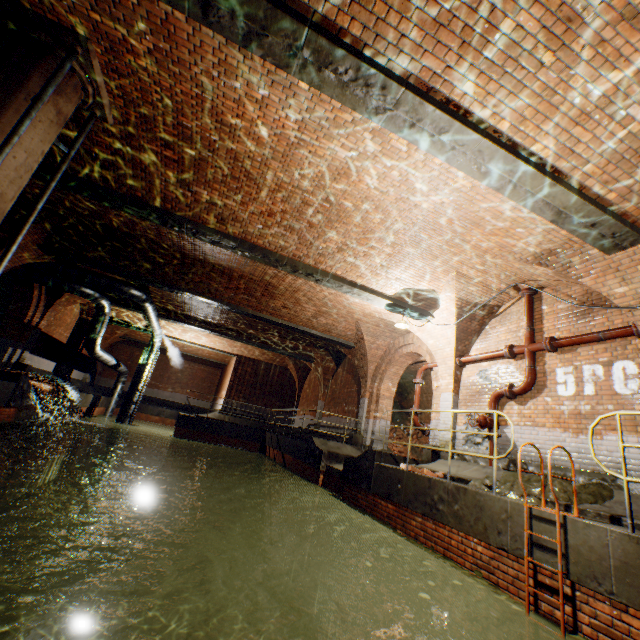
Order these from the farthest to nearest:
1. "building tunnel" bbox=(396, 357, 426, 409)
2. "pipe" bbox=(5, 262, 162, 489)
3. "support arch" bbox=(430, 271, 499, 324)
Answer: "building tunnel" bbox=(396, 357, 426, 409) → "pipe" bbox=(5, 262, 162, 489) → "support arch" bbox=(430, 271, 499, 324)

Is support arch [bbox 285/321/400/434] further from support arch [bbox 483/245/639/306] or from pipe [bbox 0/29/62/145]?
pipe [bbox 0/29/62/145]

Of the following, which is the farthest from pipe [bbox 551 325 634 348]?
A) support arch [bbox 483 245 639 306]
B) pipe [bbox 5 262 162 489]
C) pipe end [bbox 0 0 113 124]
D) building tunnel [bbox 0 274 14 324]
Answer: building tunnel [bbox 0 274 14 324]

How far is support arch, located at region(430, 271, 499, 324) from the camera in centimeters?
823cm

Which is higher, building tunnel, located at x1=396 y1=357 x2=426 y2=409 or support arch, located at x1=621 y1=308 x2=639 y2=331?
building tunnel, located at x1=396 y1=357 x2=426 y2=409

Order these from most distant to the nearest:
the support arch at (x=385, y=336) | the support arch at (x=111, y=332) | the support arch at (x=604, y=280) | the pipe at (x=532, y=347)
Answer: the support arch at (x=111, y=332), the support arch at (x=385, y=336), the pipe at (x=532, y=347), the support arch at (x=604, y=280)

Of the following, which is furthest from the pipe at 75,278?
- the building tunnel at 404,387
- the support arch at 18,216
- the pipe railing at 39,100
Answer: the building tunnel at 404,387

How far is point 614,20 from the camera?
3.2m
